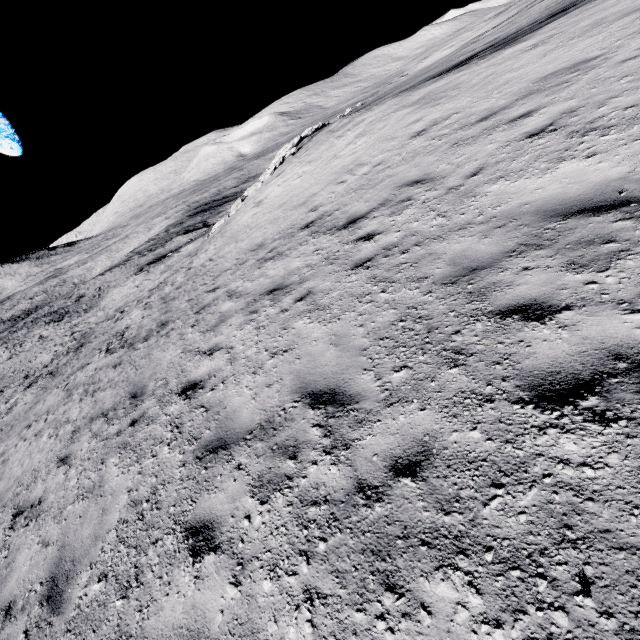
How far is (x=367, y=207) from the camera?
7.92m

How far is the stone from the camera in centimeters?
2217cm

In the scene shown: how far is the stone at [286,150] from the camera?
22.2m
